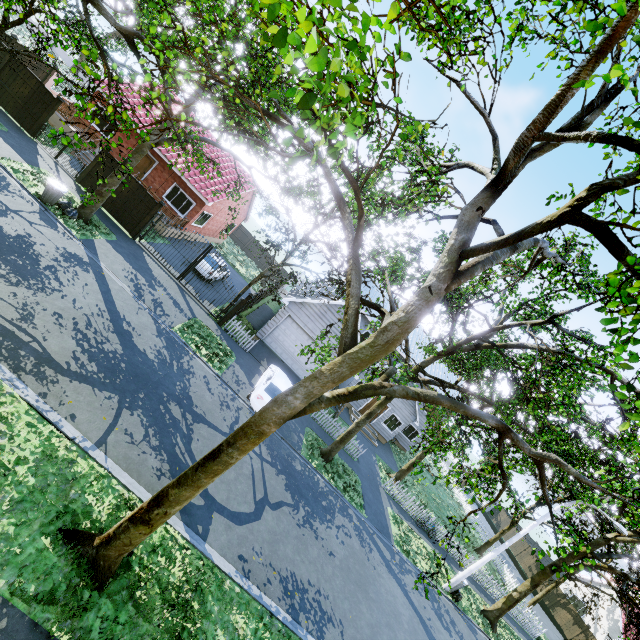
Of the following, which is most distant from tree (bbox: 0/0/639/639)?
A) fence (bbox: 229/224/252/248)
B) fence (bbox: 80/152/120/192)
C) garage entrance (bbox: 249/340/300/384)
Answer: fence (bbox: 229/224/252/248)

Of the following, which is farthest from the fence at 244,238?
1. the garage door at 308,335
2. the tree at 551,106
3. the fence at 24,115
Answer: the garage door at 308,335

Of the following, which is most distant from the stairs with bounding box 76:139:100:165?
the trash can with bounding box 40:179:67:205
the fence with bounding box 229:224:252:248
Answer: the fence with bounding box 229:224:252:248

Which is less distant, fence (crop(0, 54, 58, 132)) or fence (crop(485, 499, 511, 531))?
fence (crop(0, 54, 58, 132))

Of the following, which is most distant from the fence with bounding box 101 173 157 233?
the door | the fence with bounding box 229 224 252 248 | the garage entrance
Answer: the fence with bounding box 229 224 252 248

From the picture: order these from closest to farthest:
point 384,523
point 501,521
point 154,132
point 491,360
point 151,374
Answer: point 151,374 → point 154,132 → point 491,360 → point 384,523 → point 501,521

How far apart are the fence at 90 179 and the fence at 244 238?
22.8m

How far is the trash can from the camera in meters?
13.3
